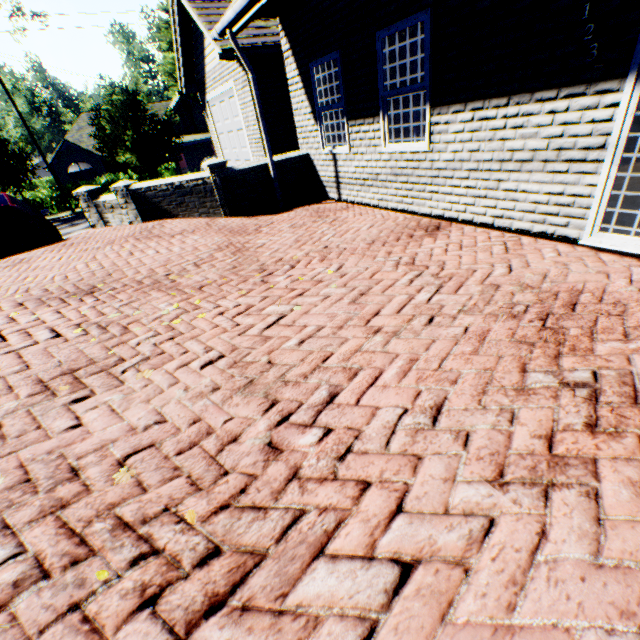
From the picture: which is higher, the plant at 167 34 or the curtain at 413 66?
the plant at 167 34

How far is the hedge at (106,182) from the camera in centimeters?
2595cm

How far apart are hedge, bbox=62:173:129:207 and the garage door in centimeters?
1988cm

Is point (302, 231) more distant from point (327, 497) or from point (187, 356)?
point (327, 497)

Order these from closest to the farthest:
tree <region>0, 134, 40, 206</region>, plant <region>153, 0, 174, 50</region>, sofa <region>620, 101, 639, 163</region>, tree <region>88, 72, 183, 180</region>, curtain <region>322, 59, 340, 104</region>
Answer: sofa <region>620, 101, 639, 163</region> < curtain <region>322, 59, 340, 104</region> < tree <region>88, 72, 183, 180</region> < tree <region>0, 134, 40, 206</region> < plant <region>153, 0, 174, 50</region>

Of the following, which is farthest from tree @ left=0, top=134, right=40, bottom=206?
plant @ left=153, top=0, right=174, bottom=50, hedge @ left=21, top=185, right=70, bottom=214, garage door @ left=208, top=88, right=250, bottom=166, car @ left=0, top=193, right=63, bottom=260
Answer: garage door @ left=208, top=88, right=250, bottom=166

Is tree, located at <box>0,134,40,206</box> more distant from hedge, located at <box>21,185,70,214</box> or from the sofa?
the sofa

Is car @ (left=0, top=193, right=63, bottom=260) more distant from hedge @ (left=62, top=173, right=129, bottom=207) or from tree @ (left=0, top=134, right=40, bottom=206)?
hedge @ (left=62, top=173, right=129, bottom=207)
